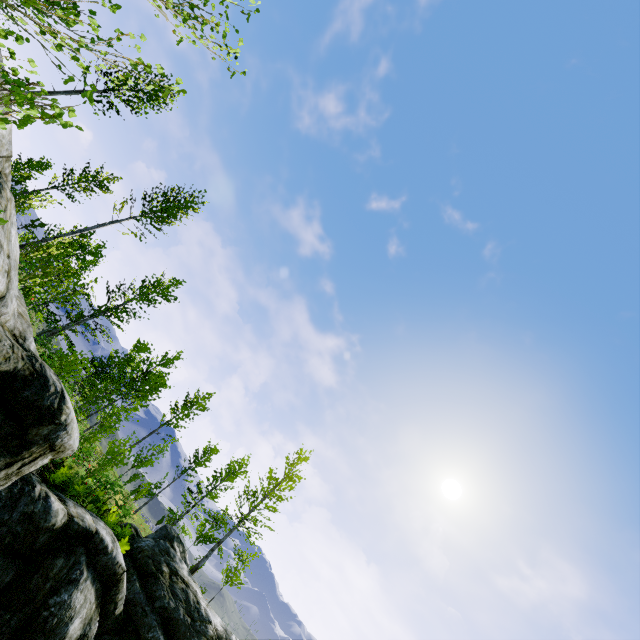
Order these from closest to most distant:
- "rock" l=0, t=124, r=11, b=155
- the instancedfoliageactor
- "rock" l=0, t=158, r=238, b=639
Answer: "rock" l=0, t=158, r=238, b=639 < "rock" l=0, t=124, r=11, b=155 < the instancedfoliageactor

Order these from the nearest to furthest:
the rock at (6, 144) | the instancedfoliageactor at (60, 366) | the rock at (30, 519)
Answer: the rock at (30, 519) → the rock at (6, 144) → the instancedfoliageactor at (60, 366)

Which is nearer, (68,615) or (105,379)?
(68,615)

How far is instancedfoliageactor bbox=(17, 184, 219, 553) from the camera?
11.88m

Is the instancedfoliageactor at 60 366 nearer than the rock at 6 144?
No

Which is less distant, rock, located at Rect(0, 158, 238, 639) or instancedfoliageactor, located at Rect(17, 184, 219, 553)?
rock, located at Rect(0, 158, 238, 639)

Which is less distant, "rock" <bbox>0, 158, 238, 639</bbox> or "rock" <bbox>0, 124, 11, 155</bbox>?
"rock" <bbox>0, 158, 238, 639</bbox>
